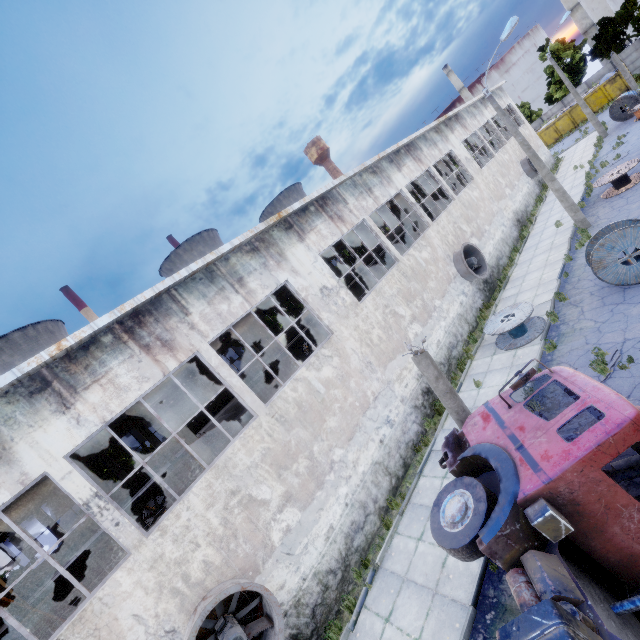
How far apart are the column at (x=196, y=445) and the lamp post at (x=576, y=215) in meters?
20.2

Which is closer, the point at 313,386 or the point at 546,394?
the point at 546,394

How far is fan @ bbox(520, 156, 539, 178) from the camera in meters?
27.5 m

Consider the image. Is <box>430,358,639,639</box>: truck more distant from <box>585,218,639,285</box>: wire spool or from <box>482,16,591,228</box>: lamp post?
<box>482,16,591,228</box>: lamp post

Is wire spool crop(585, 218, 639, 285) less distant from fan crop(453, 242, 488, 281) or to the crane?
fan crop(453, 242, 488, 281)

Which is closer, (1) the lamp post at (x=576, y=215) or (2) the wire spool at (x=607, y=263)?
(2) the wire spool at (x=607, y=263)

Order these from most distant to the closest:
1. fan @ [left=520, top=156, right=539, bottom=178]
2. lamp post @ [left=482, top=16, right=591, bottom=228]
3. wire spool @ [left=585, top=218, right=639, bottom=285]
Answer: fan @ [left=520, top=156, right=539, bottom=178], lamp post @ [left=482, top=16, right=591, bottom=228], wire spool @ [left=585, top=218, right=639, bottom=285]

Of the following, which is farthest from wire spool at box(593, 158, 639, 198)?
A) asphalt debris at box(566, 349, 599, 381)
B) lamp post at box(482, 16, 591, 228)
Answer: asphalt debris at box(566, 349, 599, 381)
